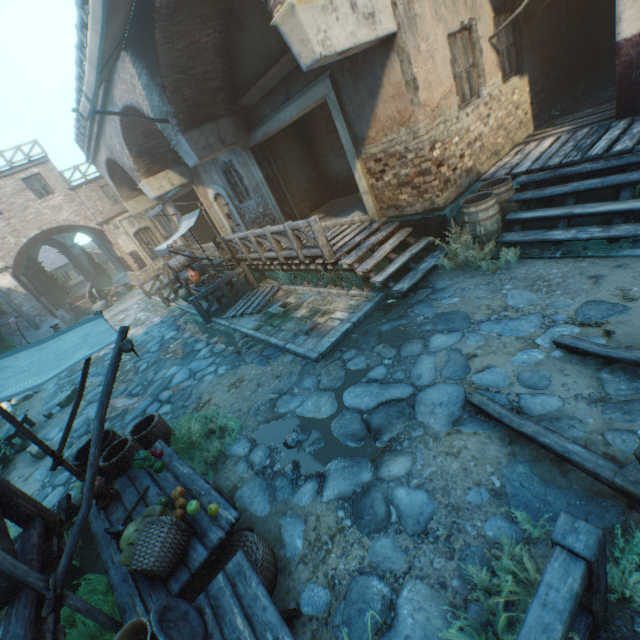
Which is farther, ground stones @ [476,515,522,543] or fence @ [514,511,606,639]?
ground stones @ [476,515,522,543]

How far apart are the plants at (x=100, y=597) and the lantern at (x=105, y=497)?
0.7m

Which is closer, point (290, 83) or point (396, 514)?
point (396, 514)

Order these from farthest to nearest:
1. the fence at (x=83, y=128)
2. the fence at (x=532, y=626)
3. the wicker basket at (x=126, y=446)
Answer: the fence at (x=83, y=128) → the wicker basket at (x=126, y=446) → the fence at (x=532, y=626)

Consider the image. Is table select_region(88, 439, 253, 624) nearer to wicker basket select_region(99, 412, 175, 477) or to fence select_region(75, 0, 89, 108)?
wicker basket select_region(99, 412, 175, 477)

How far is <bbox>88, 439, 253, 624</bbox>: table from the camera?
2.7 meters

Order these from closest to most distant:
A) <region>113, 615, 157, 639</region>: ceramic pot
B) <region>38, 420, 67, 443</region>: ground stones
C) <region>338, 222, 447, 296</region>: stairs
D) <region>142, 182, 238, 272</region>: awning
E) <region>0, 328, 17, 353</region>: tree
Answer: <region>113, 615, 157, 639</region>: ceramic pot, <region>338, 222, 447, 296</region>: stairs, <region>38, 420, 67, 443</region>: ground stones, <region>142, 182, 238, 272</region>: awning, <region>0, 328, 17, 353</region>: tree

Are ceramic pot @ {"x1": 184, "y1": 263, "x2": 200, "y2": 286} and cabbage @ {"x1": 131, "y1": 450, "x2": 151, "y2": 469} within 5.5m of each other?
no
